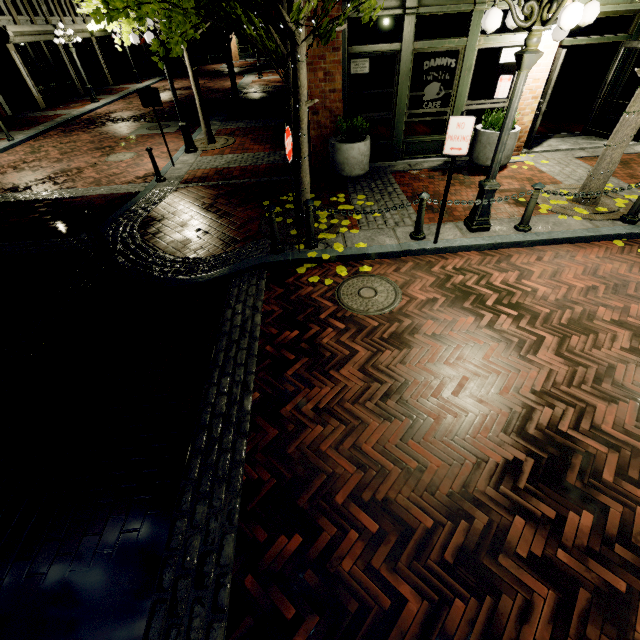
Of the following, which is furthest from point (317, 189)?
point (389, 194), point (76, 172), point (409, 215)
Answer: point (76, 172)

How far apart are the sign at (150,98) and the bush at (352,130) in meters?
5.2

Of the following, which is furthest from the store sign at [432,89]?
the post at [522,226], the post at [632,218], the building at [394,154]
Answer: the post at [632,218]

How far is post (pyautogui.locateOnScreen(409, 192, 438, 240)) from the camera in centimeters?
541cm

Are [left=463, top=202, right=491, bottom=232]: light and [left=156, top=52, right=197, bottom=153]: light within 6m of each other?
no

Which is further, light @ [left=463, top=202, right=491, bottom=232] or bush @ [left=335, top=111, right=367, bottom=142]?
bush @ [left=335, top=111, right=367, bottom=142]

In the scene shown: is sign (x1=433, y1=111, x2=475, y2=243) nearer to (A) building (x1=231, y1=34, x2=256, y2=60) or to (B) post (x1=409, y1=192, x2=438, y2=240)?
(B) post (x1=409, y1=192, x2=438, y2=240)

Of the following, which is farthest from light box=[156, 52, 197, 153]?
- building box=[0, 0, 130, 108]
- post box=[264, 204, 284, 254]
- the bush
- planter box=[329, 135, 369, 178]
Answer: building box=[0, 0, 130, 108]
